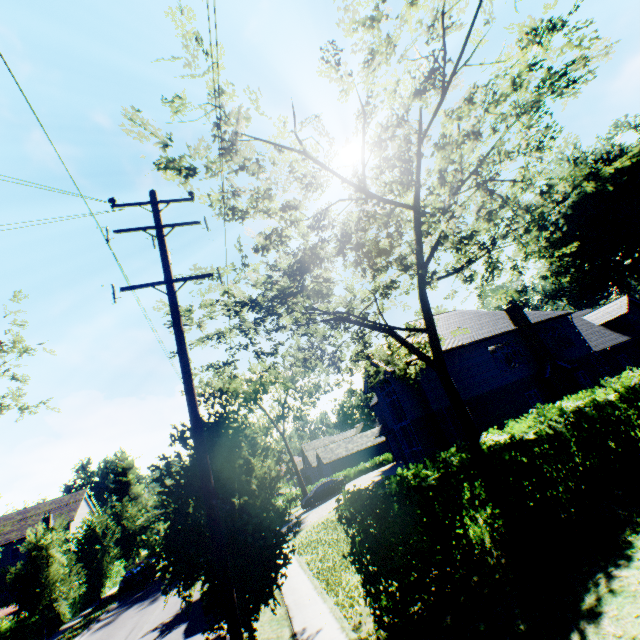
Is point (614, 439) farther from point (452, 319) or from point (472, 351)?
point (452, 319)

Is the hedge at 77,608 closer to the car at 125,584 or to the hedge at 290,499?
the car at 125,584

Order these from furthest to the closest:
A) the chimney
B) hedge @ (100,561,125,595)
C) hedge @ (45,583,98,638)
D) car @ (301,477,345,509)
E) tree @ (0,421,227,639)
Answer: car @ (301,477,345,509), hedge @ (100,561,125,595), the chimney, hedge @ (45,583,98,638), tree @ (0,421,227,639)

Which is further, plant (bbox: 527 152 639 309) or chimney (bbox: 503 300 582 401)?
plant (bbox: 527 152 639 309)

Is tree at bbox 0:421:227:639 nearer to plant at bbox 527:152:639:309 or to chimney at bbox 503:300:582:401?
plant at bbox 527:152:639:309

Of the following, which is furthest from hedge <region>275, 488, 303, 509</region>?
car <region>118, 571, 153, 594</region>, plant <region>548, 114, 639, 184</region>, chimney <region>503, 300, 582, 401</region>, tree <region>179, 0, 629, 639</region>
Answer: chimney <region>503, 300, 582, 401</region>

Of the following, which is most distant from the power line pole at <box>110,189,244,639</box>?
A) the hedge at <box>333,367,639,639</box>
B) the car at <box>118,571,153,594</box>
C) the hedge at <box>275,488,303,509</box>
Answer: the hedge at <box>275,488,303,509</box>

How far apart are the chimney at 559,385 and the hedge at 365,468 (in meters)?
28.79
